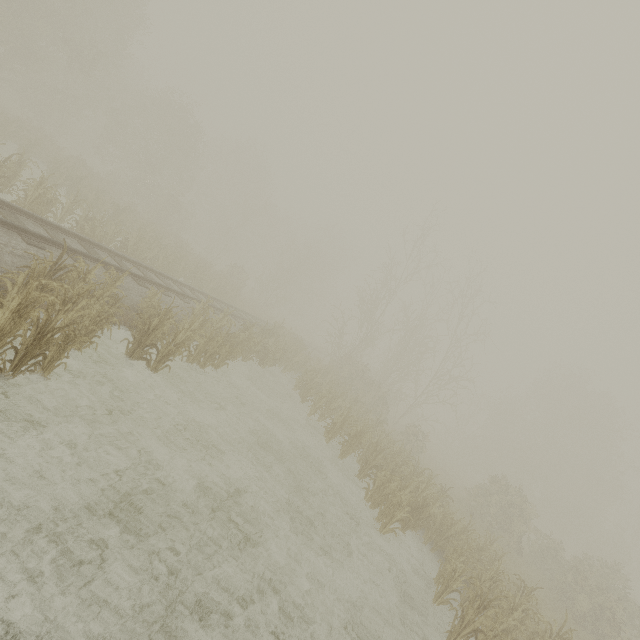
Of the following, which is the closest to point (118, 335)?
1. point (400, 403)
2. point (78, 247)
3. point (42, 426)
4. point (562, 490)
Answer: point (78, 247)
